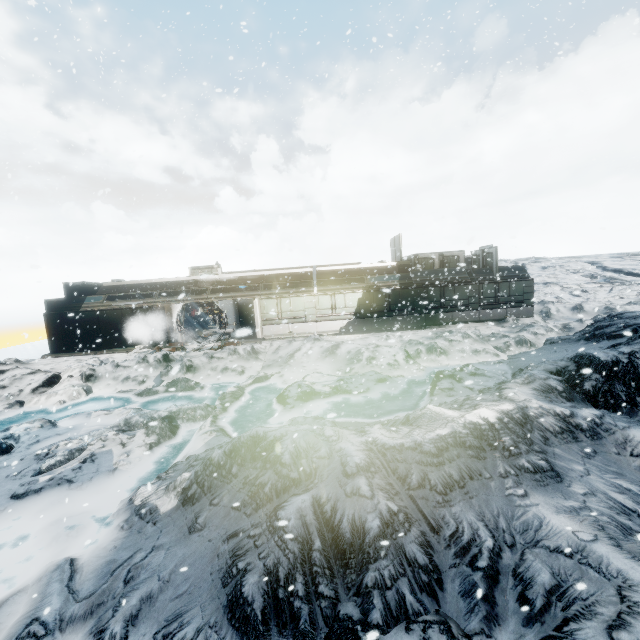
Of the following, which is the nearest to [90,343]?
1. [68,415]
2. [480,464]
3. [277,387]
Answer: [68,415]
